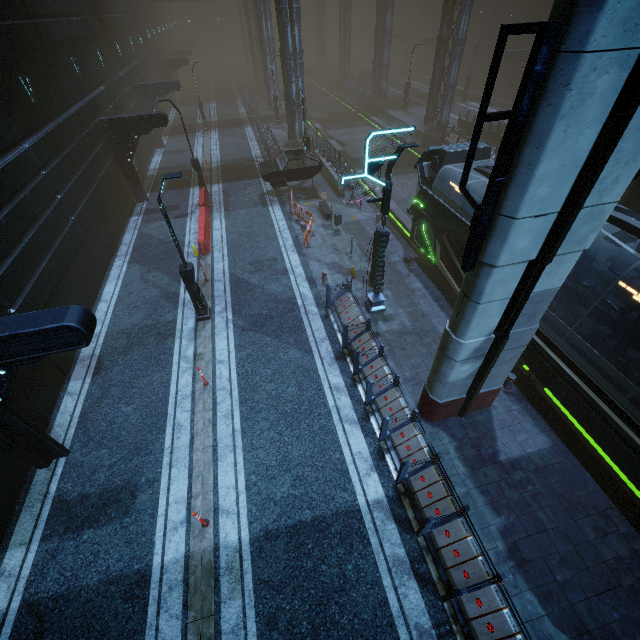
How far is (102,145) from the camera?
18.0 meters

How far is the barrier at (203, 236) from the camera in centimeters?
1636cm

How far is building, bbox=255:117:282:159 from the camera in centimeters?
2522cm

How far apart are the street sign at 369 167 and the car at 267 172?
10.9 meters

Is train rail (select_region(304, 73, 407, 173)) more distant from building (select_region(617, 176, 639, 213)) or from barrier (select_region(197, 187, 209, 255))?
barrier (select_region(197, 187, 209, 255))

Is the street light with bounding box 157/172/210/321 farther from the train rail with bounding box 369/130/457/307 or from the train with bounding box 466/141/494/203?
the train rail with bounding box 369/130/457/307

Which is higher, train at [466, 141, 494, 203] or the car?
train at [466, 141, 494, 203]

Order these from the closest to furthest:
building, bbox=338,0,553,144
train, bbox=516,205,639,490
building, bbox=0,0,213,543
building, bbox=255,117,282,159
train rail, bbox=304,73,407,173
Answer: train, bbox=516,205,639,490 < building, bbox=0,0,213,543 < building, bbox=255,117,282,159 < building, bbox=338,0,553,144 < train rail, bbox=304,73,407,173
